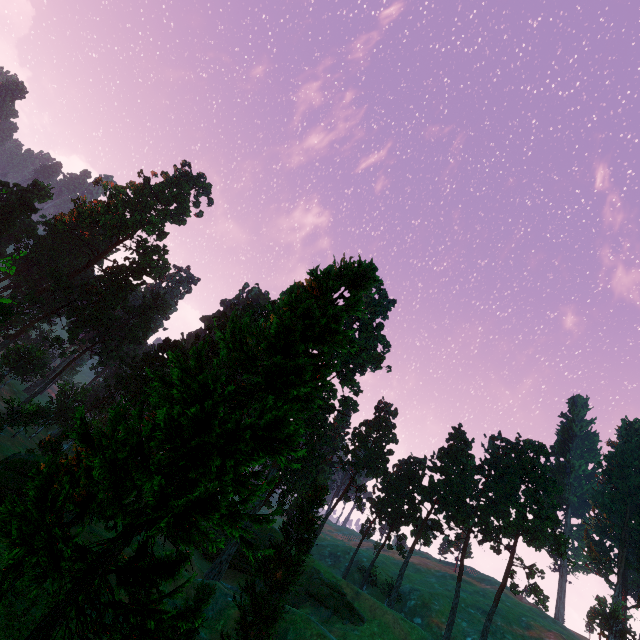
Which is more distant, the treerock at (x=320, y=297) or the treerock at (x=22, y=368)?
the treerock at (x=22, y=368)

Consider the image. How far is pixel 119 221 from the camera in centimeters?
5544cm

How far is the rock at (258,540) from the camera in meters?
47.2

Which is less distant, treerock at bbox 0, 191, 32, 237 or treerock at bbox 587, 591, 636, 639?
treerock at bbox 587, 591, 636, 639

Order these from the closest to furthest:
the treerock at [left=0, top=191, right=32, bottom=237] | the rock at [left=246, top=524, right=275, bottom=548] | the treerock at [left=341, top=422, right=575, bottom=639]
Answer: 1. the rock at [left=246, top=524, right=275, bottom=548]
2. the treerock at [left=341, top=422, right=575, bottom=639]
3. the treerock at [left=0, top=191, right=32, bottom=237]

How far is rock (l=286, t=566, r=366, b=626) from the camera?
39.5 meters
